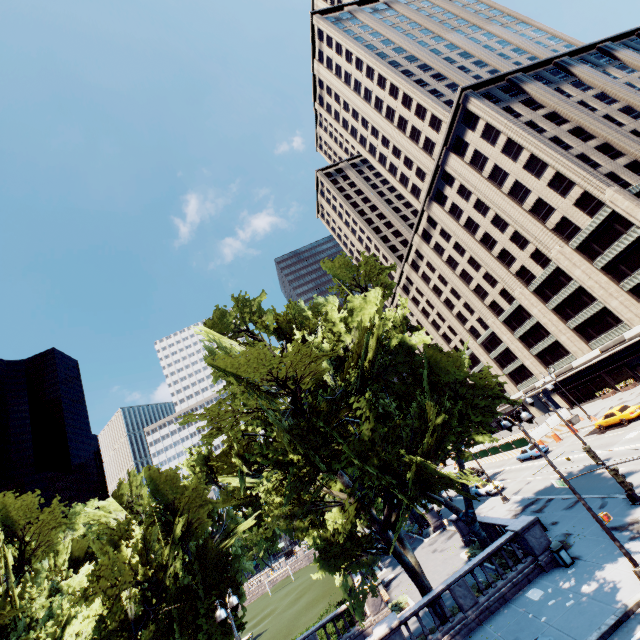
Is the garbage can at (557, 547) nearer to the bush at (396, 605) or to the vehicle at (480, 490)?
the bush at (396, 605)

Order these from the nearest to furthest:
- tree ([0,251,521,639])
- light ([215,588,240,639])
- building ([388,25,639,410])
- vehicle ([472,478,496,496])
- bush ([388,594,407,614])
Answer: light ([215,588,240,639]), tree ([0,251,521,639]), bush ([388,594,407,614]), vehicle ([472,478,496,496]), building ([388,25,639,410])

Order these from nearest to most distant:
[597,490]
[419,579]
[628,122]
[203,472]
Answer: [419,579] → [597,490] → [203,472] → [628,122]

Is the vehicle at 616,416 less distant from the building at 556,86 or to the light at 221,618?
the building at 556,86

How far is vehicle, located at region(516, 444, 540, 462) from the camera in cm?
3831

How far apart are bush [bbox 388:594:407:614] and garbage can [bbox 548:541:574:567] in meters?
Answer: 11.6 m

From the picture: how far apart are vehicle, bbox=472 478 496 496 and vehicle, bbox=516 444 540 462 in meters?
6.2 m

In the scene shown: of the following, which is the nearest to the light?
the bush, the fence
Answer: the bush
